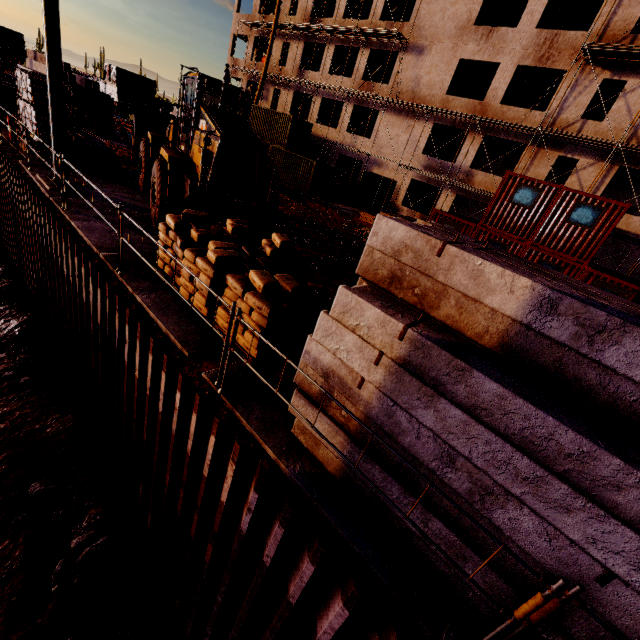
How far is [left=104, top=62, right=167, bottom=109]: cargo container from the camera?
51.97m

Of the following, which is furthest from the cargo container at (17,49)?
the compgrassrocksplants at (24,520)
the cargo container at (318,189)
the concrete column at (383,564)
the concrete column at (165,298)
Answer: the concrete column at (383,564)

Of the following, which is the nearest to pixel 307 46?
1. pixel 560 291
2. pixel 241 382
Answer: pixel 241 382

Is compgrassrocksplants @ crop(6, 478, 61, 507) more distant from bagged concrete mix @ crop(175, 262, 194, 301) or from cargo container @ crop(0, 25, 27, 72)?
cargo container @ crop(0, 25, 27, 72)

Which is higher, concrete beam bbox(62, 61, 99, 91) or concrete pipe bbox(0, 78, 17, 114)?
concrete beam bbox(62, 61, 99, 91)

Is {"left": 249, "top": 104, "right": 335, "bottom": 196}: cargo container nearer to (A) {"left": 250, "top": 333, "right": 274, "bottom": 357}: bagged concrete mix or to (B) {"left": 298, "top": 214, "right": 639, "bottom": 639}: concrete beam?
(A) {"left": 250, "top": 333, "right": 274, "bottom": 357}: bagged concrete mix

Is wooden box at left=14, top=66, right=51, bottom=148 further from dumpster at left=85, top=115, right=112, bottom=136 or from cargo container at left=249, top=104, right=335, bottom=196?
cargo container at left=249, top=104, right=335, bottom=196

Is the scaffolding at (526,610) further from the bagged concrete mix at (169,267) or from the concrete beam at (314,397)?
the bagged concrete mix at (169,267)
